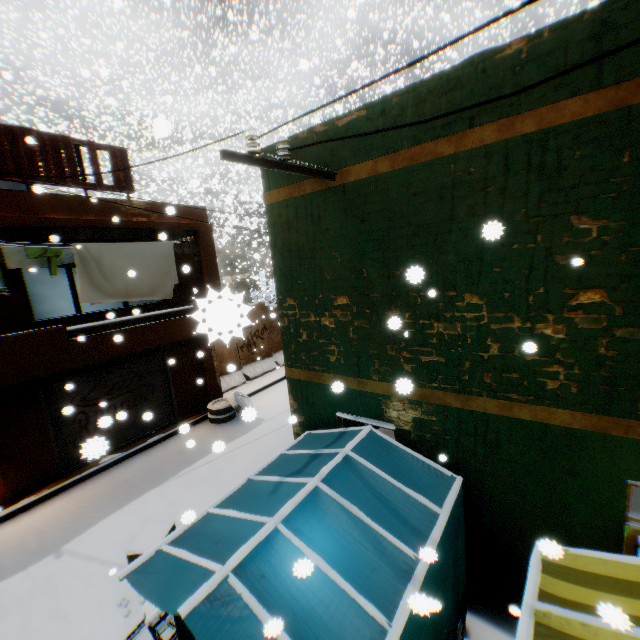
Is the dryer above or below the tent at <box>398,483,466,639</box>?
above

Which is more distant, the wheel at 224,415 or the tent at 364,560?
the wheel at 224,415

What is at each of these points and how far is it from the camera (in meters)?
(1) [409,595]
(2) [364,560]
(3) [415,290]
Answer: (1) metal tent frame, 2.79
(2) tent, 3.12
(3) building, 4.35

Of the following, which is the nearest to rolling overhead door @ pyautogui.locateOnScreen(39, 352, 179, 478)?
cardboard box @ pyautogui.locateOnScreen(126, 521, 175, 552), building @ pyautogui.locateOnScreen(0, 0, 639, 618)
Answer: building @ pyautogui.locateOnScreen(0, 0, 639, 618)

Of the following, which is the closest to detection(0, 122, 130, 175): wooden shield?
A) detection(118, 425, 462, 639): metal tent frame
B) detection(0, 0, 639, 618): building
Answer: detection(0, 0, 639, 618): building

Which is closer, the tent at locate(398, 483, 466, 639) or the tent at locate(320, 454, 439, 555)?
the tent at locate(398, 483, 466, 639)

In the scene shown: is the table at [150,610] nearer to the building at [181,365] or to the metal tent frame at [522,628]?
the building at [181,365]

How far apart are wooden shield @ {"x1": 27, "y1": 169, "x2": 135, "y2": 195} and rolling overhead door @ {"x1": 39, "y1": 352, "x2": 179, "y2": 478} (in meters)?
0.33
